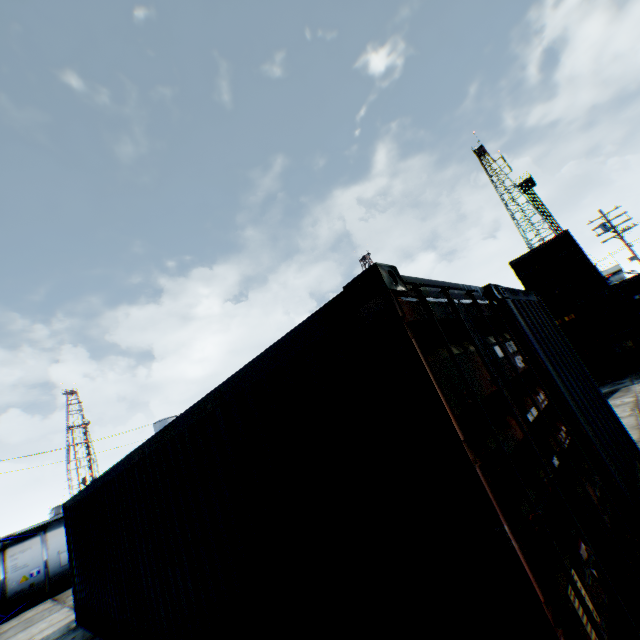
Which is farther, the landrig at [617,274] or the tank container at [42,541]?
the landrig at [617,274]

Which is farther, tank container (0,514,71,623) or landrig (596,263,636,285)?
landrig (596,263,636,285)

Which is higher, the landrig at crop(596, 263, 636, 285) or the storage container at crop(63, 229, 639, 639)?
the landrig at crop(596, 263, 636, 285)

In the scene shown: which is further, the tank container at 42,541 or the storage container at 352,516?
the tank container at 42,541

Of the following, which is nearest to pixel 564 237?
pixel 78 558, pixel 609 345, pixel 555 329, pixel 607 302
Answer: pixel 607 302

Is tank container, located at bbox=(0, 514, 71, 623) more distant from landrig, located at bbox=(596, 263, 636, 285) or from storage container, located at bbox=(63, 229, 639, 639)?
landrig, located at bbox=(596, 263, 636, 285)

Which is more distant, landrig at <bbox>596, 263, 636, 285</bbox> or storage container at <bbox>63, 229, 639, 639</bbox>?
landrig at <bbox>596, 263, 636, 285</bbox>

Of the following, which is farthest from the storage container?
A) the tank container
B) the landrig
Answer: the landrig
